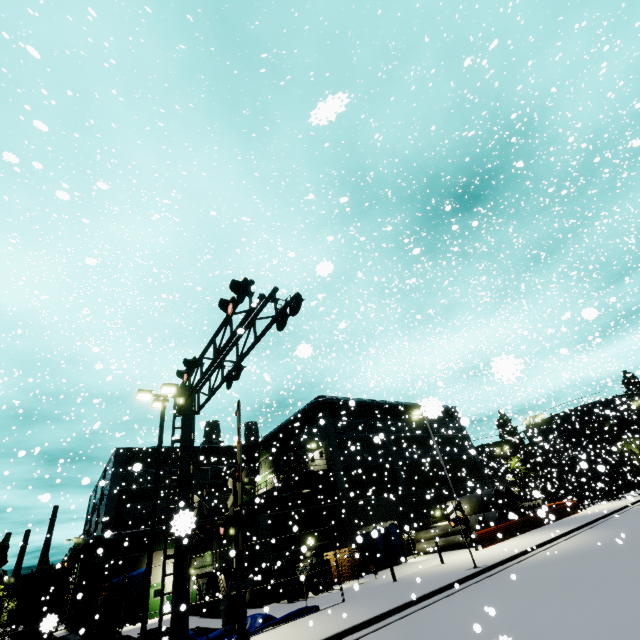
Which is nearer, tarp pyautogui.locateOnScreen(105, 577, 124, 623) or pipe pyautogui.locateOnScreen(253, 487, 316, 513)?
tarp pyautogui.locateOnScreen(105, 577, 124, 623)

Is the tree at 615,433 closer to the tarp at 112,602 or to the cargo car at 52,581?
the tarp at 112,602

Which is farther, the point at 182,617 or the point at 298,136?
the point at 298,136

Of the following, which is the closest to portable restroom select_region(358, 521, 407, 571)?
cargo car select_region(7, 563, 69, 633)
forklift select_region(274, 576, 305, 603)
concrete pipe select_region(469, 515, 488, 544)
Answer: concrete pipe select_region(469, 515, 488, 544)

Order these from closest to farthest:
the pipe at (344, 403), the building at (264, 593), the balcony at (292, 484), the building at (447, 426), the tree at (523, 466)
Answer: the building at (264, 593)
the balcony at (292, 484)
the pipe at (344, 403)
the building at (447, 426)
the tree at (523, 466)

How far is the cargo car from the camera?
24.75m

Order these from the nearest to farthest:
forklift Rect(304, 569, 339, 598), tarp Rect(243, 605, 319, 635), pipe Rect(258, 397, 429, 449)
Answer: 1. tarp Rect(243, 605, 319, 635)
2. forklift Rect(304, 569, 339, 598)
3. pipe Rect(258, 397, 429, 449)

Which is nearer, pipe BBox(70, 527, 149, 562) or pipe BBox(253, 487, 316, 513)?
pipe BBox(70, 527, 149, 562)
